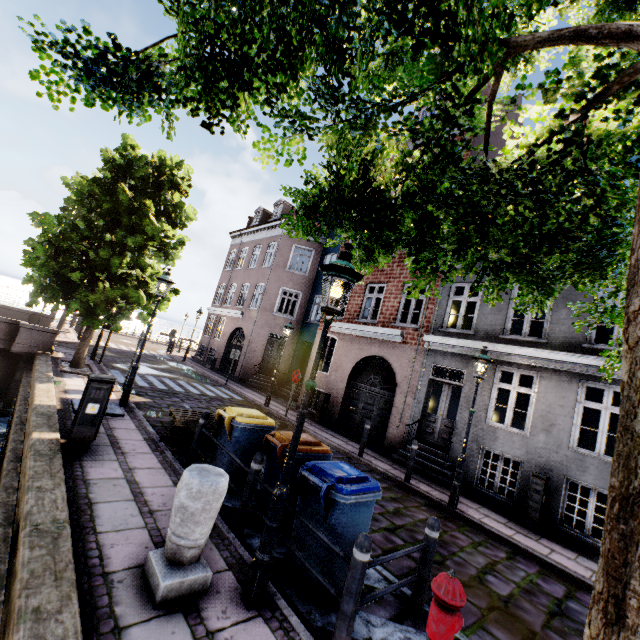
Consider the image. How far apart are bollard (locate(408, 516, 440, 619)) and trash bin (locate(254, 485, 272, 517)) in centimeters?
165cm

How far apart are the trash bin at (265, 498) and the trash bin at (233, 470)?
0.45m

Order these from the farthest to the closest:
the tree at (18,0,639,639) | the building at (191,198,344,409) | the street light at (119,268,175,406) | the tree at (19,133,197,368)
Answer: the building at (191,198,344,409) → the tree at (19,133,197,368) → the street light at (119,268,175,406) → the tree at (18,0,639,639)

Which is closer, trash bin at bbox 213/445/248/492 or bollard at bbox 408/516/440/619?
bollard at bbox 408/516/440/619

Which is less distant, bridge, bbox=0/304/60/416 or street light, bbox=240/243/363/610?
street light, bbox=240/243/363/610

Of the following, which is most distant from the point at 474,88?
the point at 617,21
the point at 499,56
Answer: the point at 617,21

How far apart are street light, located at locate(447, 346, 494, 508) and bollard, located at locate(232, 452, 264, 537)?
5.4 meters

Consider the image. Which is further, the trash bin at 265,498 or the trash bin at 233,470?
the trash bin at 233,470
